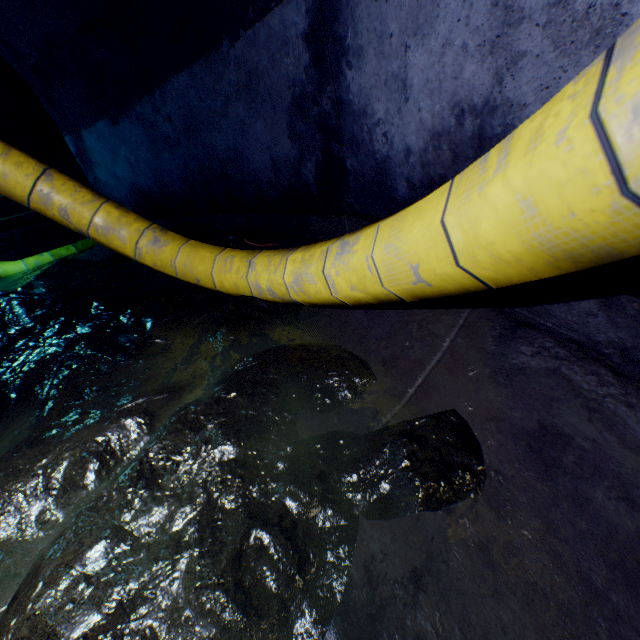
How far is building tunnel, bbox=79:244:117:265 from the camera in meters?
6.0

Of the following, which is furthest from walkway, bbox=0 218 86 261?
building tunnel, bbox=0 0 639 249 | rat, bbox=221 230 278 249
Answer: rat, bbox=221 230 278 249

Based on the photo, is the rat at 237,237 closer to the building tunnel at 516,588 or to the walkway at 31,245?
the building tunnel at 516,588

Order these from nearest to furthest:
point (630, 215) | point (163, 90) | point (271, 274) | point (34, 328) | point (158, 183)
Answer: point (630, 215) → point (271, 274) → point (34, 328) → point (163, 90) → point (158, 183)

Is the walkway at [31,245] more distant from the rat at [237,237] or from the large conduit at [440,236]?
the rat at [237,237]

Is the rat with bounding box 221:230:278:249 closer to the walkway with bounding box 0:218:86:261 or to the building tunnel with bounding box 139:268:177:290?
the building tunnel with bounding box 139:268:177:290

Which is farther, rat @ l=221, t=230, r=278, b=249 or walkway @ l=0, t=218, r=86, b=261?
walkway @ l=0, t=218, r=86, b=261

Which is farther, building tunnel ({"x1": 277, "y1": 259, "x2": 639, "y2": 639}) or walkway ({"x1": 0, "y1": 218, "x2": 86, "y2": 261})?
walkway ({"x1": 0, "y1": 218, "x2": 86, "y2": 261})
